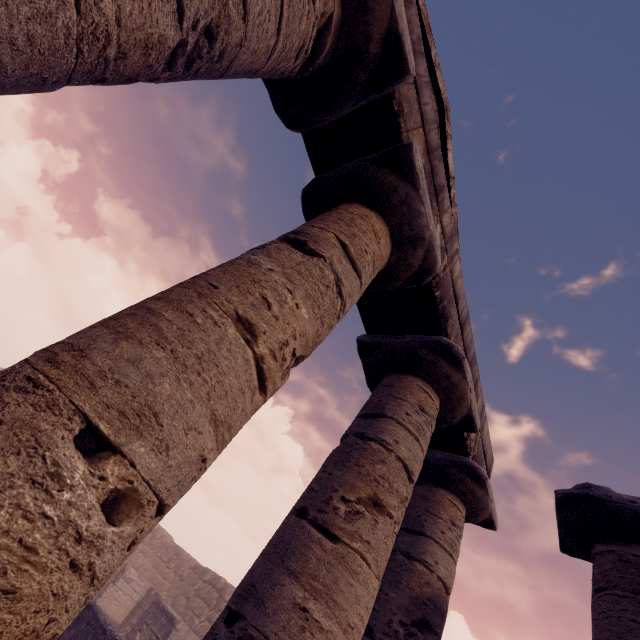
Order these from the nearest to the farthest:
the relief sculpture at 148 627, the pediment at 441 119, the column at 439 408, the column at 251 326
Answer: the column at 251 326 < the column at 439 408 < the pediment at 441 119 < the relief sculpture at 148 627

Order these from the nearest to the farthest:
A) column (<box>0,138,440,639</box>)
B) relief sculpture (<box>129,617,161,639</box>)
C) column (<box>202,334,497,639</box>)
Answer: column (<box>0,138,440,639</box>), column (<box>202,334,497,639</box>), relief sculpture (<box>129,617,161,639</box>)

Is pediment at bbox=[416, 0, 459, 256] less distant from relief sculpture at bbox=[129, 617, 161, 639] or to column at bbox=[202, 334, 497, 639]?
column at bbox=[202, 334, 497, 639]

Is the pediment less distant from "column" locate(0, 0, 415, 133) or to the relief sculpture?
"column" locate(0, 0, 415, 133)

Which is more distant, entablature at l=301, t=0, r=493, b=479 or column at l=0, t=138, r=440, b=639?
entablature at l=301, t=0, r=493, b=479

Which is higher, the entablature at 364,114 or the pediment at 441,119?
the pediment at 441,119

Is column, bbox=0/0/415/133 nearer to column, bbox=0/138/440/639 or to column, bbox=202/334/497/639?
column, bbox=0/138/440/639

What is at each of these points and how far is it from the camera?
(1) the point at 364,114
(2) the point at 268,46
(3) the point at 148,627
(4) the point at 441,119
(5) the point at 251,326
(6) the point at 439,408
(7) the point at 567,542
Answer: (1) entablature, 3.01m
(2) column, 2.00m
(3) relief sculpture, 12.57m
(4) pediment, 5.07m
(5) column, 1.74m
(6) column, 3.91m
(7) column, 4.11m
